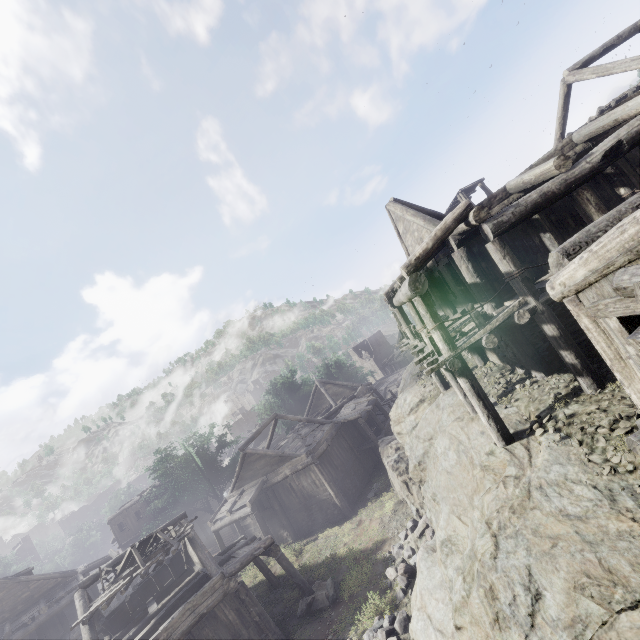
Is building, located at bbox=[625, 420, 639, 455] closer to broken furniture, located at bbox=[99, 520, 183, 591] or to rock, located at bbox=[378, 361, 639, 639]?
rock, located at bbox=[378, 361, 639, 639]

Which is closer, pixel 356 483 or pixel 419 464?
pixel 419 464

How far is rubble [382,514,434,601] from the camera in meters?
12.0

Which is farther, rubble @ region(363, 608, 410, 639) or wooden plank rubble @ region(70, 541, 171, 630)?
wooden plank rubble @ region(70, 541, 171, 630)

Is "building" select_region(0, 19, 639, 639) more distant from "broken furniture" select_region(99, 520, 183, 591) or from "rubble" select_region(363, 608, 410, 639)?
"rubble" select_region(363, 608, 410, 639)

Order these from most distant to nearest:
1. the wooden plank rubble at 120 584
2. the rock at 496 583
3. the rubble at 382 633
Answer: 1. the wooden plank rubble at 120 584
2. the rubble at 382 633
3. the rock at 496 583

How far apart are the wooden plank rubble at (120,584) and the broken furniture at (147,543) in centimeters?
2cm

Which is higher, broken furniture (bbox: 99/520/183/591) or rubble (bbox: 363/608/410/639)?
broken furniture (bbox: 99/520/183/591)
